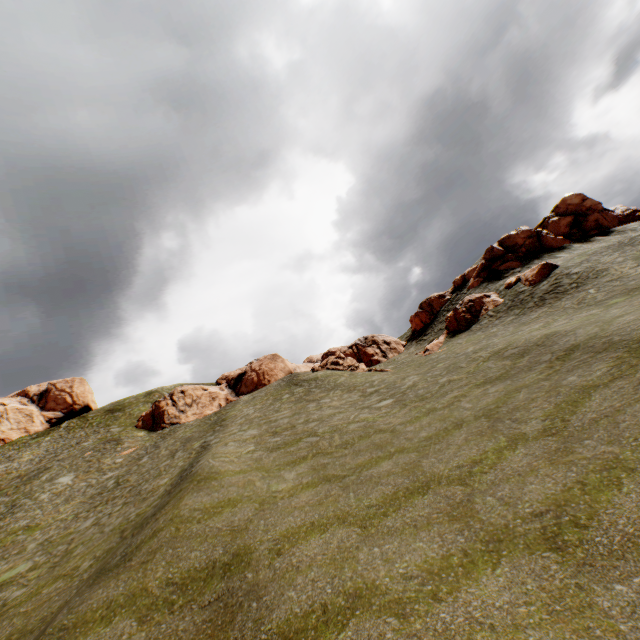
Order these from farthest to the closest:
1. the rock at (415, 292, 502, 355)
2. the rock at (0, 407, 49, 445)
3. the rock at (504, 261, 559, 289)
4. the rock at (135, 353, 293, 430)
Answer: the rock at (0, 407, 49, 445) < the rock at (135, 353, 293, 430) < the rock at (415, 292, 502, 355) < the rock at (504, 261, 559, 289)

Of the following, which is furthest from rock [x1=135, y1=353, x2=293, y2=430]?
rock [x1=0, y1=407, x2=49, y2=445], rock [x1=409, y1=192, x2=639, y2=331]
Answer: rock [x1=0, y1=407, x2=49, y2=445]

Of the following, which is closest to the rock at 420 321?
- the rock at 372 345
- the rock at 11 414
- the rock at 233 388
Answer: the rock at 372 345

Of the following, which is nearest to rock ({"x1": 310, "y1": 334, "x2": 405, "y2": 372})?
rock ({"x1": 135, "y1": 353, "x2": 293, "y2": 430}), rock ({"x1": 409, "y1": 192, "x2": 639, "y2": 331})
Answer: rock ({"x1": 409, "y1": 192, "x2": 639, "y2": 331})

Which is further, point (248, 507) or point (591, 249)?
point (591, 249)

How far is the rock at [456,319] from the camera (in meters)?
33.41

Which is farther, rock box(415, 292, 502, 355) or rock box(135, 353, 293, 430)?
rock box(135, 353, 293, 430)
